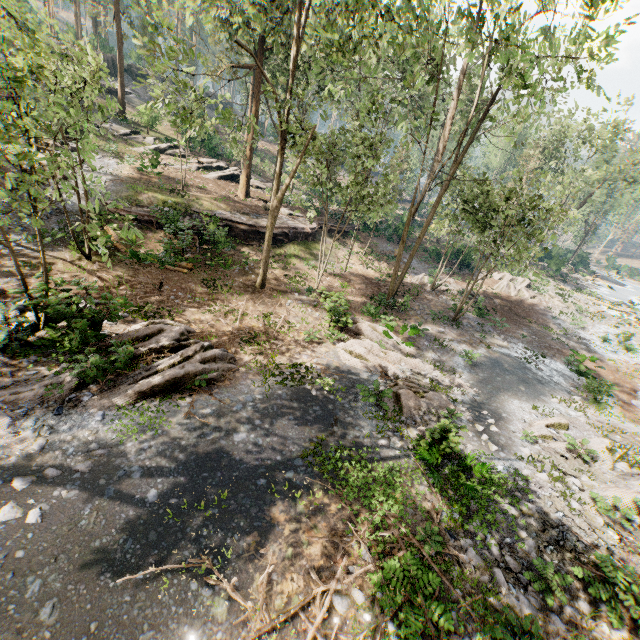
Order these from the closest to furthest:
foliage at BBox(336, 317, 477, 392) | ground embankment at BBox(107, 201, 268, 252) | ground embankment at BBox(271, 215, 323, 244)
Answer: foliage at BBox(336, 317, 477, 392)
ground embankment at BBox(107, 201, 268, 252)
ground embankment at BBox(271, 215, 323, 244)

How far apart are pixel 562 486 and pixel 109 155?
35.21m

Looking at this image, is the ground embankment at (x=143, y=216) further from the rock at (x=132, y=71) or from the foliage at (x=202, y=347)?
the rock at (x=132, y=71)

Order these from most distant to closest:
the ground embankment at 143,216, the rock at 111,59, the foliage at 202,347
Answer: the rock at 111,59 → the ground embankment at 143,216 → the foliage at 202,347

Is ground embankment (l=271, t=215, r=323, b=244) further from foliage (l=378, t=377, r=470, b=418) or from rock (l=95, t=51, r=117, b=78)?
rock (l=95, t=51, r=117, b=78)

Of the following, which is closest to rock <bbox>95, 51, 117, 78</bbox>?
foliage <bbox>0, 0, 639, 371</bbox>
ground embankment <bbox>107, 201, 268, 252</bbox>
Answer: foliage <bbox>0, 0, 639, 371</bbox>
